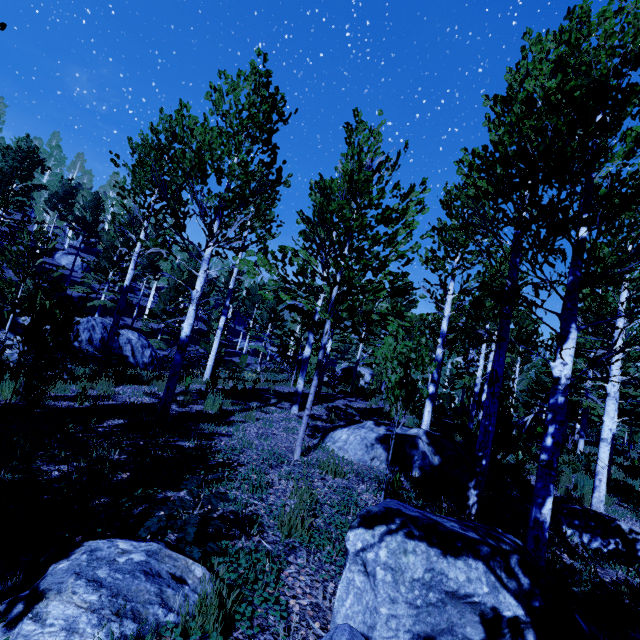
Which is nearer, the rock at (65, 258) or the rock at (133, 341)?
the rock at (133, 341)

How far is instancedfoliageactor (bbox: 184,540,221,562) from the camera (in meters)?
2.47

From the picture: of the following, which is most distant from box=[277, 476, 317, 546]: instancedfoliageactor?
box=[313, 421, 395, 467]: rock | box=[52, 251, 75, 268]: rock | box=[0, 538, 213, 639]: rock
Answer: box=[0, 538, 213, 639]: rock

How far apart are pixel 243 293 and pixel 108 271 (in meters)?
30.06

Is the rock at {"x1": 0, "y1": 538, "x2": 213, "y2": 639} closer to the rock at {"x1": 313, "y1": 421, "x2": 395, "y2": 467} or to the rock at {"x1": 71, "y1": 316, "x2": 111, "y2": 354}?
the rock at {"x1": 313, "y1": 421, "x2": 395, "y2": 467}

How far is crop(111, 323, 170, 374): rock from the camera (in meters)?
16.47

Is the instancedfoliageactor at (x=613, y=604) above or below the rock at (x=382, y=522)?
below

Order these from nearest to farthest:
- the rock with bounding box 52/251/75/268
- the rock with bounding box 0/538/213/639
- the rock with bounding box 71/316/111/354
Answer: the rock with bounding box 0/538/213/639, the rock with bounding box 71/316/111/354, the rock with bounding box 52/251/75/268
